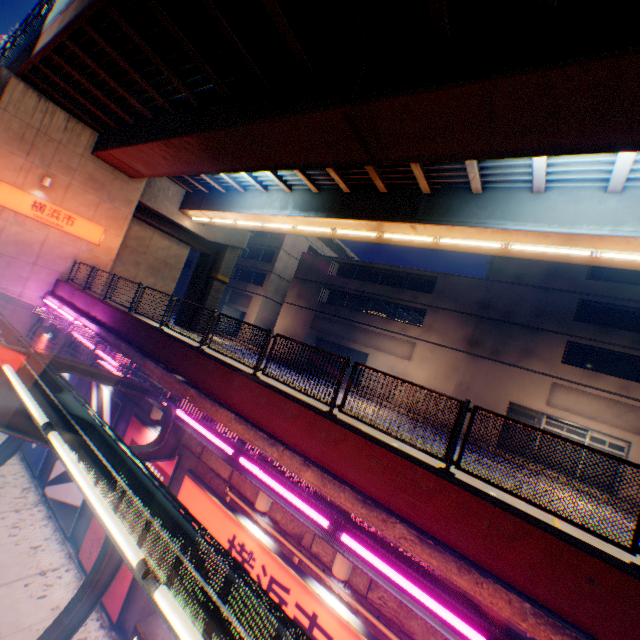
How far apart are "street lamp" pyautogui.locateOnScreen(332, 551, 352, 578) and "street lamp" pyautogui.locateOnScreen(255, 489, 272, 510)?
1.6 meters

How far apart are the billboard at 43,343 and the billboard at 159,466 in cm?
807

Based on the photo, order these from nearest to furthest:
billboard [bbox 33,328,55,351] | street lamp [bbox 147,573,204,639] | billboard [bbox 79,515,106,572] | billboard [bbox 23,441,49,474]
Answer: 1. street lamp [bbox 147,573,204,639]
2. billboard [bbox 79,515,106,572]
3. billboard [bbox 23,441,49,474]
4. billboard [bbox 33,328,55,351]

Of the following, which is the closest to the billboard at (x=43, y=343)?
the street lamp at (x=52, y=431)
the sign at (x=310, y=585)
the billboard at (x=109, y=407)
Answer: the billboard at (x=109, y=407)

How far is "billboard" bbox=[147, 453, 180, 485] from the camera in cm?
827

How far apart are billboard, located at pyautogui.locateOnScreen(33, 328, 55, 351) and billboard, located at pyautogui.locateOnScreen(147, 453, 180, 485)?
8.1m

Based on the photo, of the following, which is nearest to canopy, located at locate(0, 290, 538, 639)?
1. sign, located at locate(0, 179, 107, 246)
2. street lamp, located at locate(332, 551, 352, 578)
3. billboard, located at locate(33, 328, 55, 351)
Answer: street lamp, located at locate(332, 551, 352, 578)

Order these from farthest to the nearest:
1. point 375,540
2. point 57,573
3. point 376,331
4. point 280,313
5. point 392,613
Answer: point 280,313, point 376,331, point 57,573, point 392,613, point 375,540
